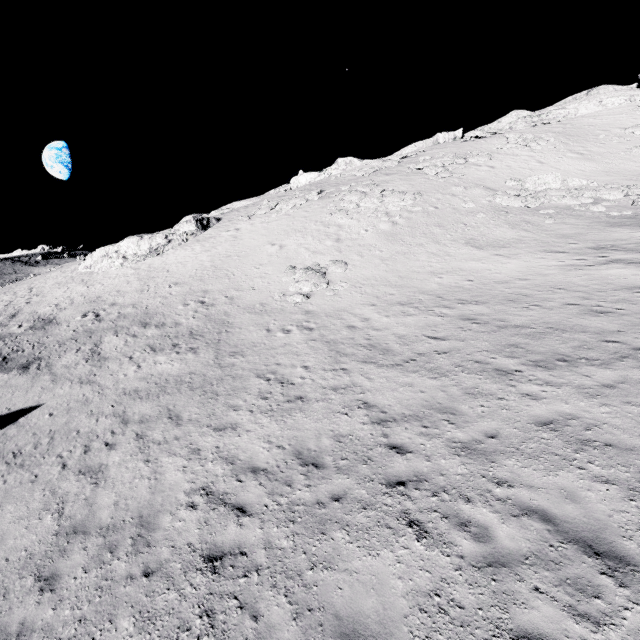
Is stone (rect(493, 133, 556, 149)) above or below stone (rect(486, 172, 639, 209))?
above

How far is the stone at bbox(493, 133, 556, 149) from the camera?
34.25m

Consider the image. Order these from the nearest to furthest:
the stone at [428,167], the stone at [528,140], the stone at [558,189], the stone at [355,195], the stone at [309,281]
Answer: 1. the stone at [309,281]
2. the stone at [558,189]
3. the stone at [355,195]
4. the stone at [428,167]
5. the stone at [528,140]

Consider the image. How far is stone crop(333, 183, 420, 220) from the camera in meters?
26.6

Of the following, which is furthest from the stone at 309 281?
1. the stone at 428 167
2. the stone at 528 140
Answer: the stone at 528 140

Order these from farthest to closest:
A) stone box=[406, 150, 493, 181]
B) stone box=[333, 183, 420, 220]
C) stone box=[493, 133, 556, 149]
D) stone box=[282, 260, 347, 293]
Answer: stone box=[493, 133, 556, 149] < stone box=[406, 150, 493, 181] < stone box=[333, 183, 420, 220] < stone box=[282, 260, 347, 293]

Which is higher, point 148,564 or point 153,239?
point 153,239

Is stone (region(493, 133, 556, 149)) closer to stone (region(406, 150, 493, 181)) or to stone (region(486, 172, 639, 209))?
stone (region(406, 150, 493, 181))
